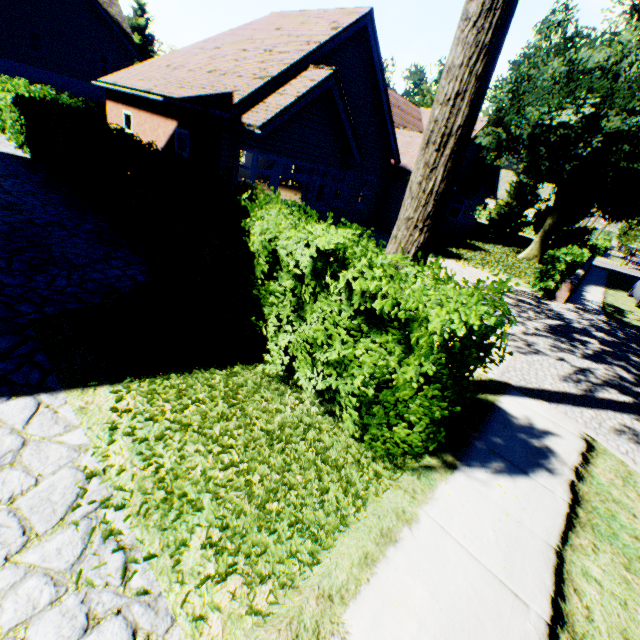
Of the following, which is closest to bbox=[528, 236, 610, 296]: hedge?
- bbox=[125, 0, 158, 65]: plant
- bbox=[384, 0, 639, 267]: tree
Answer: bbox=[384, 0, 639, 267]: tree

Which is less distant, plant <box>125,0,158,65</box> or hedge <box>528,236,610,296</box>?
hedge <box>528,236,610,296</box>

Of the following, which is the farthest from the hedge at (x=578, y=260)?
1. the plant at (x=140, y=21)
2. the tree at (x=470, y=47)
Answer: the plant at (x=140, y=21)

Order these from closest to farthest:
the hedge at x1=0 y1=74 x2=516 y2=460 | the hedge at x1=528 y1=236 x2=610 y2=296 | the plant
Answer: the hedge at x1=0 y1=74 x2=516 y2=460
the hedge at x1=528 y1=236 x2=610 y2=296
the plant

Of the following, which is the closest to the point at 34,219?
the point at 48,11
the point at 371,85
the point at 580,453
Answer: the point at 580,453
